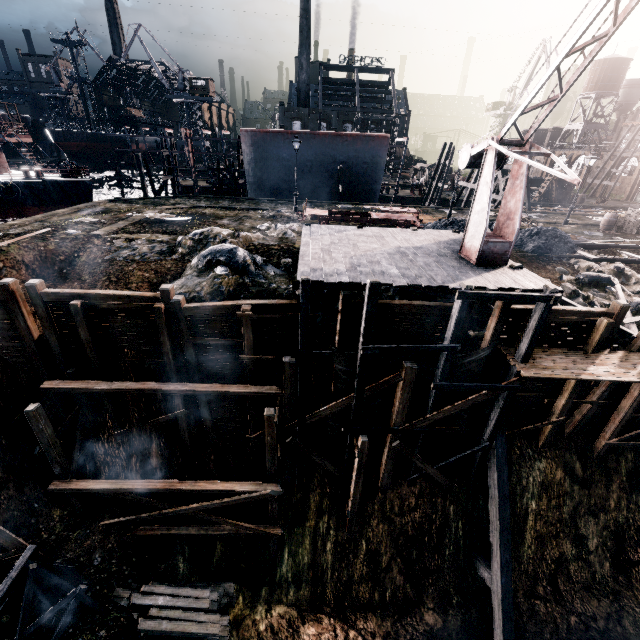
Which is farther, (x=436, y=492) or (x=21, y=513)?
(x=436, y=492)

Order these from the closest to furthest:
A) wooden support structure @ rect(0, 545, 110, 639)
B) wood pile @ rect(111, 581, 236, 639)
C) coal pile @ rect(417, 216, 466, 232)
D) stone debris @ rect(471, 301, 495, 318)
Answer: wooden support structure @ rect(0, 545, 110, 639), wood pile @ rect(111, 581, 236, 639), stone debris @ rect(471, 301, 495, 318), coal pile @ rect(417, 216, 466, 232)

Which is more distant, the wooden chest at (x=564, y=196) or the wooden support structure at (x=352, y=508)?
the wooden chest at (x=564, y=196)

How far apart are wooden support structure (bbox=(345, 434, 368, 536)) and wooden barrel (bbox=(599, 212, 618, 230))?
29.9 meters

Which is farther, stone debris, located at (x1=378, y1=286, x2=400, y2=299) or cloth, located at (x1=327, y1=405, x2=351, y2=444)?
stone debris, located at (x1=378, y1=286, x2=400, y2=299)

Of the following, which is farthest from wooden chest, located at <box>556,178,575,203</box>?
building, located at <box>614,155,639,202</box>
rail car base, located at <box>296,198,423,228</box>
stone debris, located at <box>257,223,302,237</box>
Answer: stone debris, located at <box>257,223,302,237</box>

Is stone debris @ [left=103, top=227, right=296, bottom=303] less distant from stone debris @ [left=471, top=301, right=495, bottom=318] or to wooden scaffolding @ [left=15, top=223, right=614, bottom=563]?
wooden scaffolding @ [left=15, top=223, right=614, bottom=563]

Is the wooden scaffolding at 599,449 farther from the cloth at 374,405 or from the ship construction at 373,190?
the ship construction at 373,190
